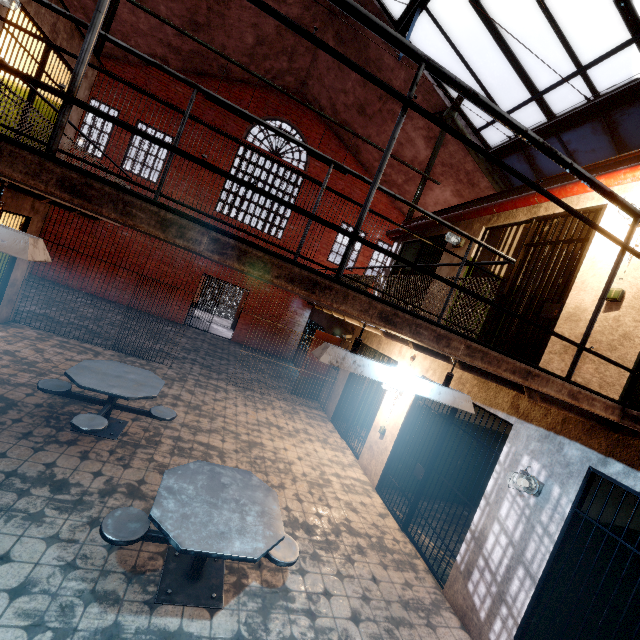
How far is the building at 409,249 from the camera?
9.07m

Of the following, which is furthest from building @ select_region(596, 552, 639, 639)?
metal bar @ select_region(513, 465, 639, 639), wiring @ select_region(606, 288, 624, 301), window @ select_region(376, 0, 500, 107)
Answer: window @ select_region(376, 0, 500, 107)

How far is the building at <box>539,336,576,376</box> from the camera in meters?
3.8 m

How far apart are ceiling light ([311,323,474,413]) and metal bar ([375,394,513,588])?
2.5 meters

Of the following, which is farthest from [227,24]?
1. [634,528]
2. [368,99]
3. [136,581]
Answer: [634,528]

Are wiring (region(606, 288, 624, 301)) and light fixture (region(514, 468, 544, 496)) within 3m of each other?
yes

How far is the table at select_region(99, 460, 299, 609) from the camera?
2.59m

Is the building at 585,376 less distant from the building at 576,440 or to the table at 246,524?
the building at 576,440
